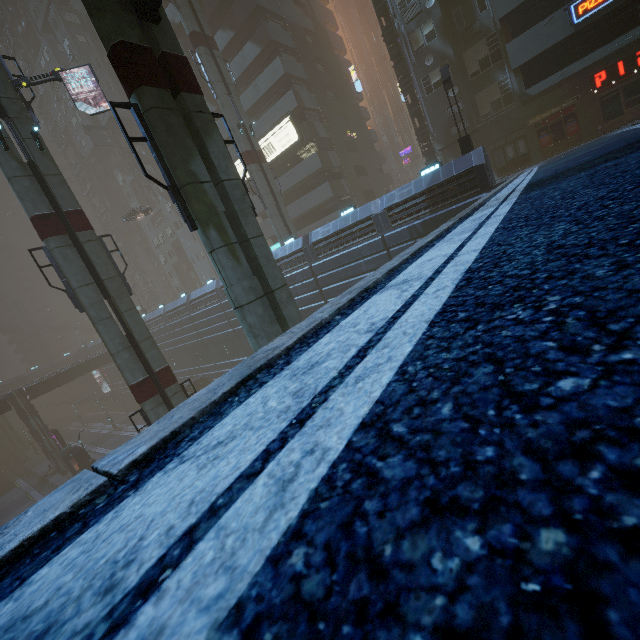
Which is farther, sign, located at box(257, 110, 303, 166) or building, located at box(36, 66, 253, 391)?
building, located at box(36, 66, 253, 391)

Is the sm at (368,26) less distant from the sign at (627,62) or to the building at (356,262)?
the building at (356,262)

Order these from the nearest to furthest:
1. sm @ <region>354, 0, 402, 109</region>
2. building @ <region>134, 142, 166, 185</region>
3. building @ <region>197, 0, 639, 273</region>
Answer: building @ <region>197, 0, 639, 273</region> < building @ <region>134, 142, 166, 185</region> < sm @ <region>354, 0, 402, 109</region>

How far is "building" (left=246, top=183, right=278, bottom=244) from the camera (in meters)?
38.25

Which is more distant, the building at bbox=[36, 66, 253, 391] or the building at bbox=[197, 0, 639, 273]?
the building at bbox=[36, 66, 253, 391]

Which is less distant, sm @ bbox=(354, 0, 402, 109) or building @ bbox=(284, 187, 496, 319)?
building @ bbox=(284, 187, 496, 319)

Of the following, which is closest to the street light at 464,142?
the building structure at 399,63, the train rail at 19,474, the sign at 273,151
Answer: the building structure at 399,63

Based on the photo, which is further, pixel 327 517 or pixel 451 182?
pixel 451 182
